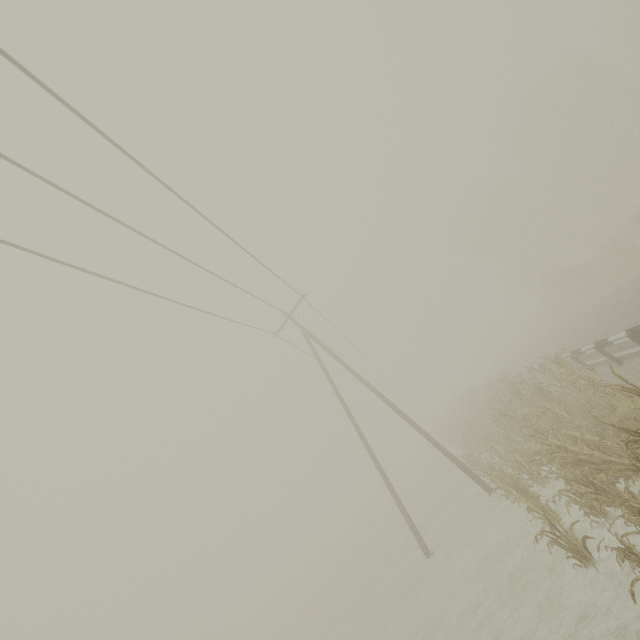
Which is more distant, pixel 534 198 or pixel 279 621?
pixel 279 621

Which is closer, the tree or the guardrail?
the tree

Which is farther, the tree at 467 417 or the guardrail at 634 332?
the guardrail at 634 332
